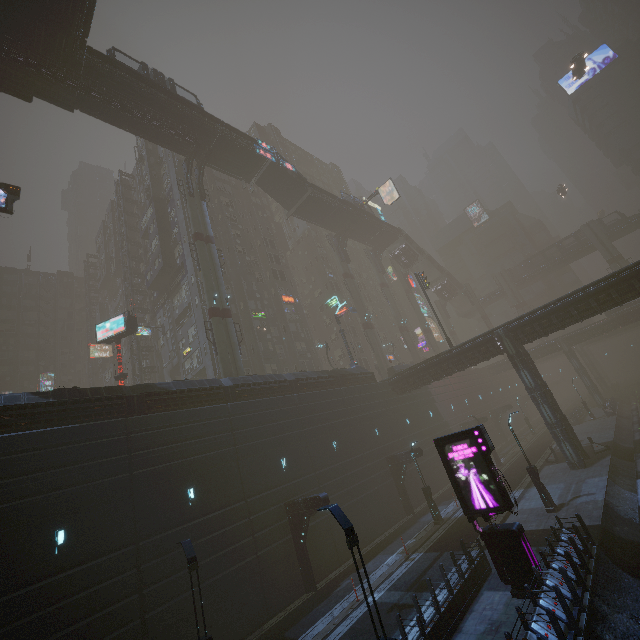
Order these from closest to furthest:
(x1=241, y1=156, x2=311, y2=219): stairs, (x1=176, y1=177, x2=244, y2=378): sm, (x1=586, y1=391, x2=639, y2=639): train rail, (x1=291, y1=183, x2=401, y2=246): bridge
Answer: (x1=586, y1=391, x2=639, y2=639): train rail
(x1=176, y1=177, x2=244, y2=378): sm
(x1=241, y1=156, x2=311, y2=219): stairs
(x1=291, y1=183, x2=401, y2=246): bridge

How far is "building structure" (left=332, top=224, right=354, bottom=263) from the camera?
51.7m

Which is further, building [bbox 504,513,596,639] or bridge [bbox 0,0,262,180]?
bridge [bbox 0,0,262,180]

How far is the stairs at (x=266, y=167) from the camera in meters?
41.2

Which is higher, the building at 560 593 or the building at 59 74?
the building at 59 74

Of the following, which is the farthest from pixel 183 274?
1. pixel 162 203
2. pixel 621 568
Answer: pixel 621 568

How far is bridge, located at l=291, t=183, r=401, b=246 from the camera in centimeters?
4497cm

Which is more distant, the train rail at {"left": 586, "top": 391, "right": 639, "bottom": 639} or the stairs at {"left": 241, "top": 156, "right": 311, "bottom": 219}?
the stairs at {"left": 241, "top": 156, "right": 311, "bottom": 219}
